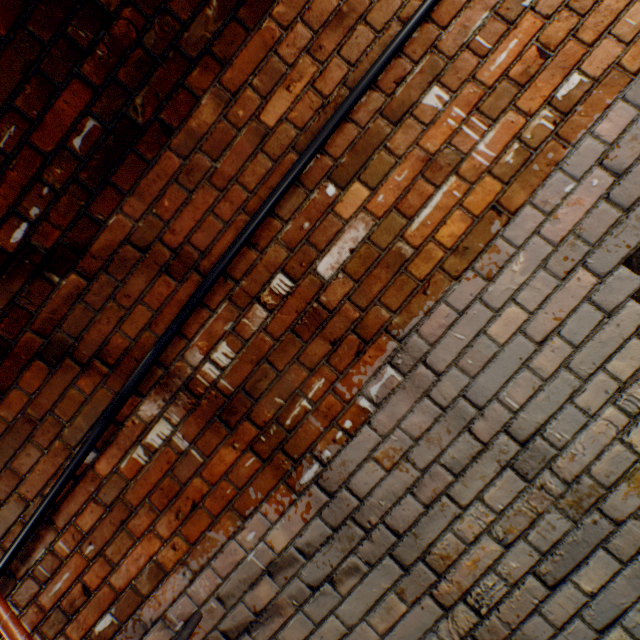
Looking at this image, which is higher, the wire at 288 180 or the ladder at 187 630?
the wire at 288 180

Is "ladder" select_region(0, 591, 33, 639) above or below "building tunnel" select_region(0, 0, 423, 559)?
below

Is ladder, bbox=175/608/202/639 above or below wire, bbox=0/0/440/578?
below

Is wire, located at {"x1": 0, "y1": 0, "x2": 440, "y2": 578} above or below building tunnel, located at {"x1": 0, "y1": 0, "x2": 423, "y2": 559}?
below

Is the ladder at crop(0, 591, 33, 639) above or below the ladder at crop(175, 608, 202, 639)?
above

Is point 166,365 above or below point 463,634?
above

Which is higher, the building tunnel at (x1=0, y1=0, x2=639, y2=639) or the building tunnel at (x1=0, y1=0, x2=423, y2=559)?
the building tunnel at (x1=0, y1=0, x2=423, y2=559)
